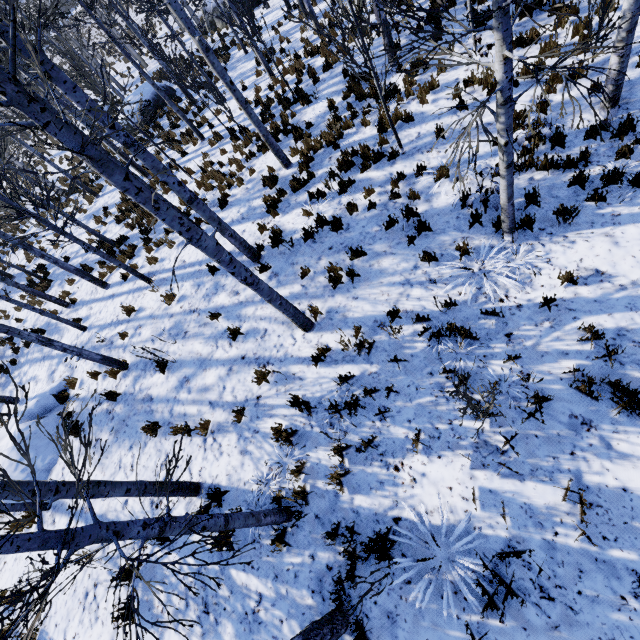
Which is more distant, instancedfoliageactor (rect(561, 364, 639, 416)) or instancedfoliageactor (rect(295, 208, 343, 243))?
instancedfoliageactor (rect(295, 208, 343, 243))

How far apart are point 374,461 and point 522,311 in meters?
3.1 m

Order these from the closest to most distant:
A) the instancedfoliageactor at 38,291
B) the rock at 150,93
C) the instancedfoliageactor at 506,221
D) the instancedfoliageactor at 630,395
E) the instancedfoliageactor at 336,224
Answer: the instancedfoliageactor at 506,221 → the instancedfoliageactor at 630,395 → the instancedfoliageactor at 336,224 → the instancedfoliageactor at 38,291 → the rock at 150,93

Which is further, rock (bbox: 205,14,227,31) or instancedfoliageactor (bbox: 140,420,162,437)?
rock (bbox: 205,14,227,31)

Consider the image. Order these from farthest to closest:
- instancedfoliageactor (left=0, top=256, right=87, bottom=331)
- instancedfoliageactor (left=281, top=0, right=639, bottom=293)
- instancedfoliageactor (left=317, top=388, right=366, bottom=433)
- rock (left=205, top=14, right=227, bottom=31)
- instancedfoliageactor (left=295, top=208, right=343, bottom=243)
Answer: rock (left=205, top=14, right=227, bottom=31) → instancedfoliageactor (left=0, top=256, right=87, bottom=331) → instancedfoliageactor (left=295, top=208, right=343, bottom=243) → instancedfoliageactor (left=317, top=388, right=366, bottom=433) → instancedfoliageactor (left=281, top=0, right=639, bottom=293)

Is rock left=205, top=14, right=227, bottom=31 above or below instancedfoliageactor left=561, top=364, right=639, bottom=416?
below

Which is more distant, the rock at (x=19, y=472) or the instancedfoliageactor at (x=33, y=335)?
the rock at (x=19, y=472)

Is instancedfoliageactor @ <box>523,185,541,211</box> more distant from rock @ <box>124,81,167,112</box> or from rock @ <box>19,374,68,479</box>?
rock @ <box>124,81,167,112</box>
